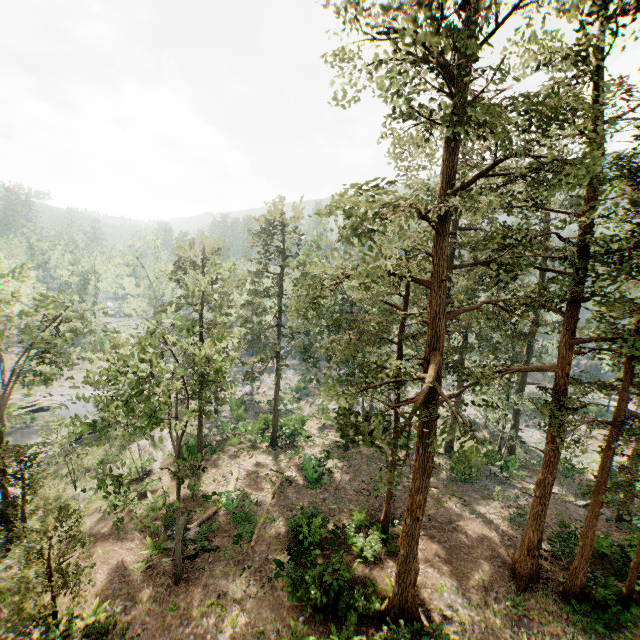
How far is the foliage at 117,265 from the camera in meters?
45.2 m

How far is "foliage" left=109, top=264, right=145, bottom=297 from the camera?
45.2m

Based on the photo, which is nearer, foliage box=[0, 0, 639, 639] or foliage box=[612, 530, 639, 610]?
foliage box=[0, 0, 639, 639]

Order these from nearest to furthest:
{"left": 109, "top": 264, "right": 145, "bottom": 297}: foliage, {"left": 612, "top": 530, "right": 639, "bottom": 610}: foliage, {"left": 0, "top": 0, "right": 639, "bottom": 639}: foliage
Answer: {"left": 0, "top": 0, "right": 639, "bottom": 639}: foliage → {"left": 612, "top": 530, "right": 639, "bottom": 610}: foliage → {"left": 109, "top": 264, "right": 145, "bottom": 297}: foliage

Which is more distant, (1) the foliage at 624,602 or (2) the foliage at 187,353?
(1) the foliage at 624,602

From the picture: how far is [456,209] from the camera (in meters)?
12.34
